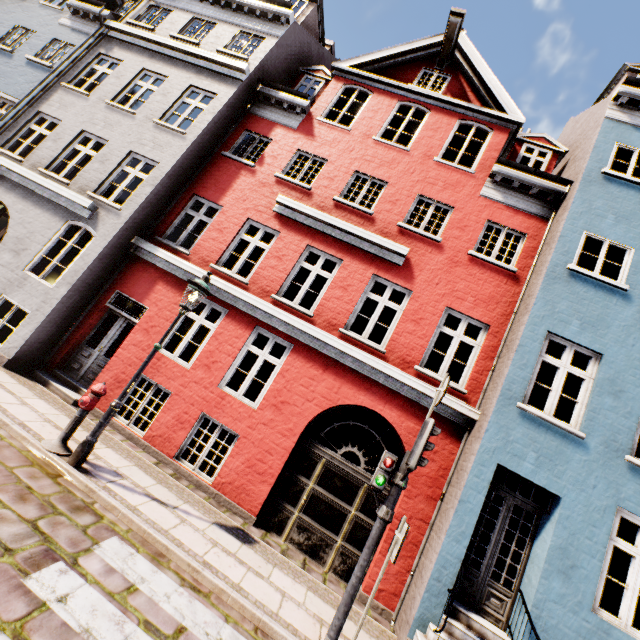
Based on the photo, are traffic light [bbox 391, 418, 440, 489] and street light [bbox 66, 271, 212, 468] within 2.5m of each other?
no

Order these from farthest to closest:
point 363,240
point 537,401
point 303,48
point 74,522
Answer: point 537,401, point 303,48, point 363,240, point 74,522

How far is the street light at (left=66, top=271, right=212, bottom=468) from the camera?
5.19m

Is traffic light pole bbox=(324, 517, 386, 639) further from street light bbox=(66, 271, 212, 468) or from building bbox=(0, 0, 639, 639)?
street light bbox=(66, 271, 212, 468)

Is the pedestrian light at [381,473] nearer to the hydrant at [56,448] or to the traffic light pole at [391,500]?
the traffic light pole at [391,500]

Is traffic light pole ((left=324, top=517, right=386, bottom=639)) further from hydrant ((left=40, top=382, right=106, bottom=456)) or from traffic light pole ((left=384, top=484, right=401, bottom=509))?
hydrant ((left=40, top=382, right=106, bottom=456))

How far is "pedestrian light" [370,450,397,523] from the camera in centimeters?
458cm

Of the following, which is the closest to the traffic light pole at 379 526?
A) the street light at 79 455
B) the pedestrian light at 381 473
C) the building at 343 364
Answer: the pedestrian light at 381 473
